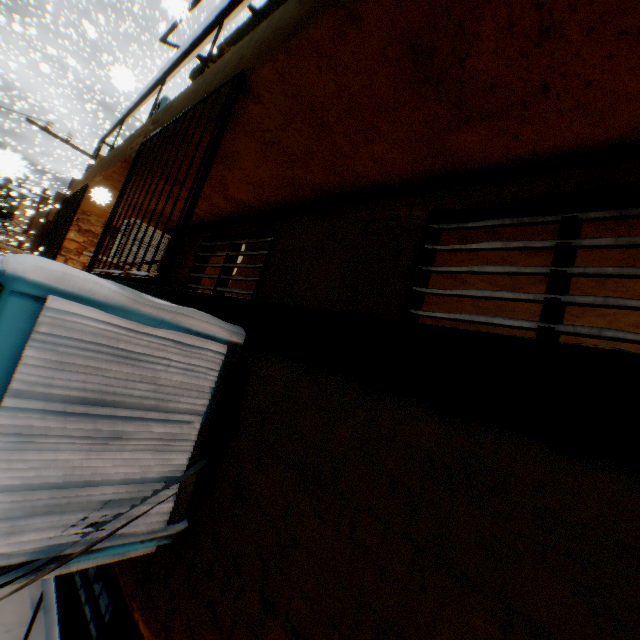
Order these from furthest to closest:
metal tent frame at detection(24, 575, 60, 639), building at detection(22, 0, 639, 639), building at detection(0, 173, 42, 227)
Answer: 1. building at detection(0, 173, 42, 227)
2. metal tent frame at detection(24, 575, 60, 639)
3. building at detection(22, 0, 639, 639)

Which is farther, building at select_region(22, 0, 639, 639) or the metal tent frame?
the metal tent frame

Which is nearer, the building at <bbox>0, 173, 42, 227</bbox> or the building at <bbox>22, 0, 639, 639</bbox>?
the building at <bbox>22, 0, 639, 639</bbox>

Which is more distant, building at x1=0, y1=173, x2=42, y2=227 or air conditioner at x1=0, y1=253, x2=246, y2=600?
building at x1=0, y1=173, x2=42, y2=227

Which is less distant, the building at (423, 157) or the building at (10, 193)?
the building at (423, 157)

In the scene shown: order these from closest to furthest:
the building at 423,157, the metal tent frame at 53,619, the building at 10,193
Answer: the building at 423,157 → the metal tent frame at 53,619 → the building at 10,193

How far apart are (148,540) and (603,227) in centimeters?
440cm
